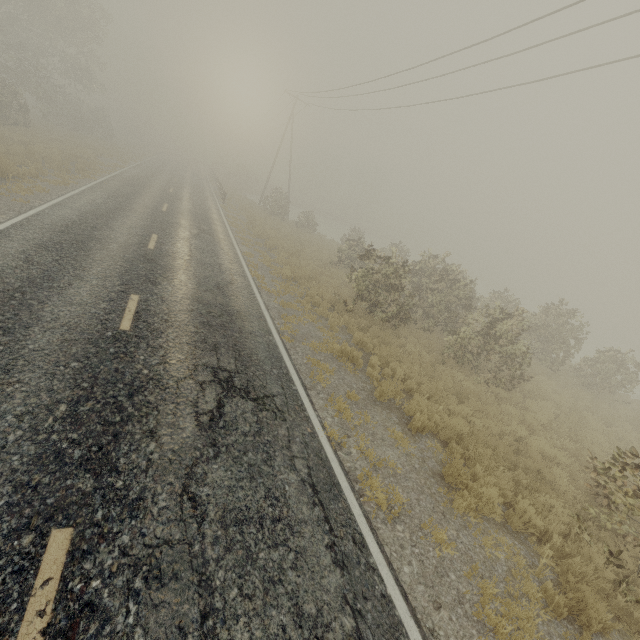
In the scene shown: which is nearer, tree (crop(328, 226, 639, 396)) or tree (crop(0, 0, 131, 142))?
tree (crop(328, 226, 639, 396))

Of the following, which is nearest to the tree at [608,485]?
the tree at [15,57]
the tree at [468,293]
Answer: the tree at [468,293]

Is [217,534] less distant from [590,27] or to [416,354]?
[416,354]

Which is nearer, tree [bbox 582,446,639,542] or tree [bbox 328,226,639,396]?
tree [bbox 582,446,639,542]

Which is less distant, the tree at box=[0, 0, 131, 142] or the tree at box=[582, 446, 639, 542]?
the tree at box=[582, 446, 639, 542]

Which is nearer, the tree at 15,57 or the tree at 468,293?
the tree at 468,293

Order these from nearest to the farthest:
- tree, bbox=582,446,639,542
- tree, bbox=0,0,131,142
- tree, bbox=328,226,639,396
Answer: tree, bbox=582,446,639,542 → tree, bbox=328,226,639,396 → tree, bbox=0,0,131,142

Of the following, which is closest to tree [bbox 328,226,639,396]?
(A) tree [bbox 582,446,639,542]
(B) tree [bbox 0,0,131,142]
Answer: (A) tree [bbox 582,446,639,542]
